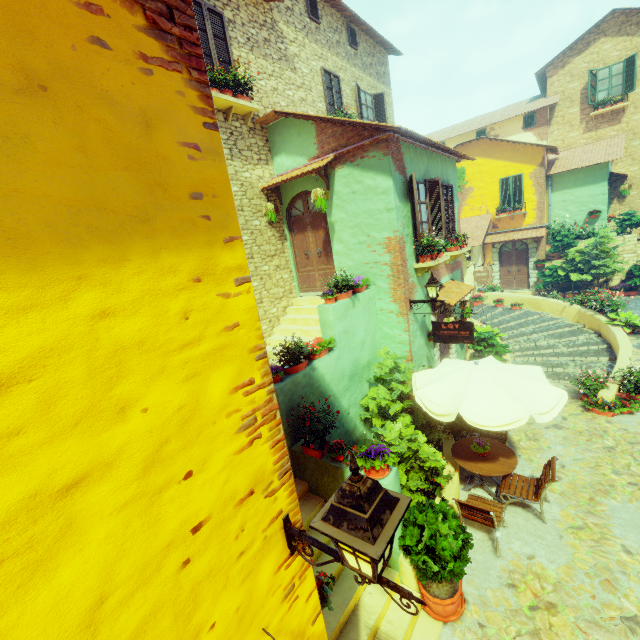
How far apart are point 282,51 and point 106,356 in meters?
11.6

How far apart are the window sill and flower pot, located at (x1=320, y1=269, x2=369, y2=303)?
4.99m

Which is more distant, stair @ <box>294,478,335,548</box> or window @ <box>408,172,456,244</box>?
window @ <box>408,172,456,244</box>

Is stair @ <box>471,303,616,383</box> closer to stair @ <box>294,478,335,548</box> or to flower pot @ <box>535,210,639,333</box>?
flower pot @ <box>535,210,639,333</box>

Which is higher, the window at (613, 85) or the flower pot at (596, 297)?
the window at (613, 85)

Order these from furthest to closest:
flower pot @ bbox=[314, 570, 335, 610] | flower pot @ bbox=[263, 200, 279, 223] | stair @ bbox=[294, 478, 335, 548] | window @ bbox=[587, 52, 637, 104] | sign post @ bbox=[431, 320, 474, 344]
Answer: window @ bbox=[587, 52, 637, 104] → flower pot @ bbox=[263, 200, 279, 223] → sign post @ bbox=[431, 320, 474, 344] → stair @ bbox=[294, 478, 335, 548] → flower pot @ bbox=[314, 570, 335, 610]

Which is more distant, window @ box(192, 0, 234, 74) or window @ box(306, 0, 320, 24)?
window @ box(306, 0, 320, 24)

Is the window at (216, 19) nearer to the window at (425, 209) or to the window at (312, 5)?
the window at (312, 5)
